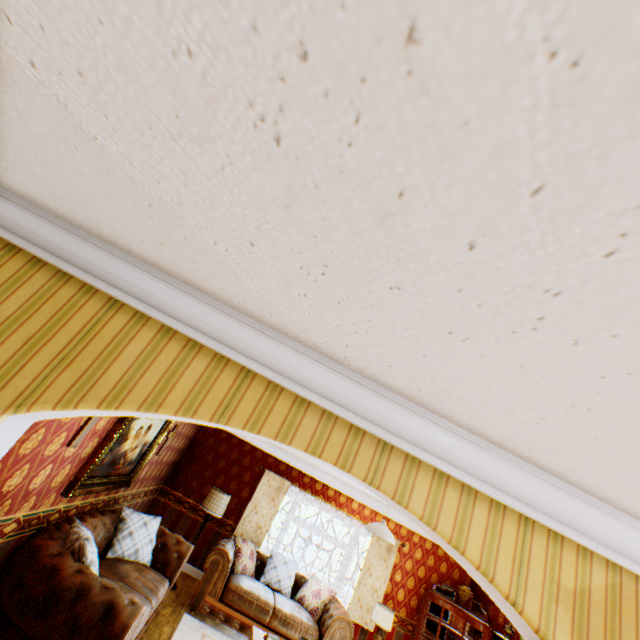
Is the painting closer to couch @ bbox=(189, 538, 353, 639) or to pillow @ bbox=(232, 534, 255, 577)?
couch @ bbox=(189, 538, 353, 639)

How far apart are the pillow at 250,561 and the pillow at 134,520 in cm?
216

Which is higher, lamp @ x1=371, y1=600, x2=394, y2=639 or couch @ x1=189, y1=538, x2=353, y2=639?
lamp @ x1=371, y1=600, x2=394, y2=639

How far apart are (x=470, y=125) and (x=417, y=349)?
0.8 meters

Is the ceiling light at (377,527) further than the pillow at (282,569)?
No

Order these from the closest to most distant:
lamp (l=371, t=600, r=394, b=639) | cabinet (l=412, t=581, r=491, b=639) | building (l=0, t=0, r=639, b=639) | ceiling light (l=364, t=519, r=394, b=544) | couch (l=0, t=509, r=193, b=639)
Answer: building (l=0, t=0, r=639, b=639)
couch (l=0, t=509, r=193, b=639)
ceiling light (l=364, t=519, r=394, b=544)
lamp (l=371, t=600, r=394, b=639)
cabinet (l=412, t=581, r=491, b=639)

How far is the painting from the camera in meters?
3.8

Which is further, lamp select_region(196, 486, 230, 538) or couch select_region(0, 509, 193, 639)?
lamp select_region(196, 486, 230, 538)
